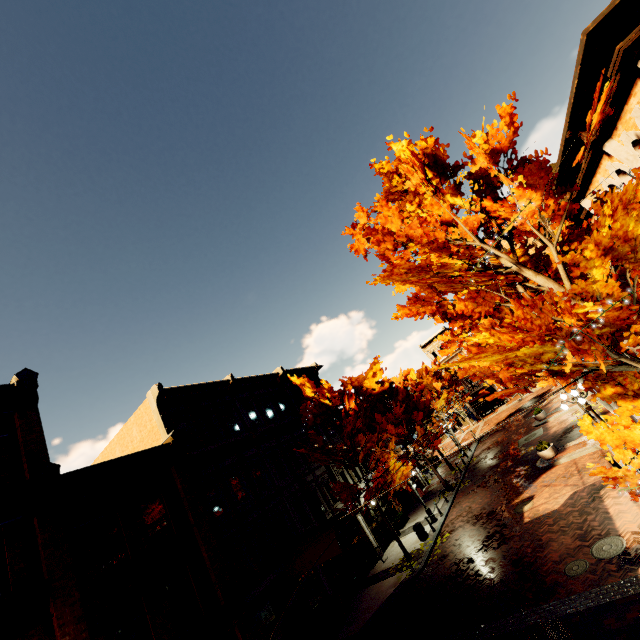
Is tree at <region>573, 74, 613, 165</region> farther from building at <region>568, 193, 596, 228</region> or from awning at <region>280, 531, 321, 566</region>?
awning at <region>280, 531, 321, 566</region>

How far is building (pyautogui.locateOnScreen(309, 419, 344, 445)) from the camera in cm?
2461

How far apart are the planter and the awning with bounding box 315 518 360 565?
11.1m

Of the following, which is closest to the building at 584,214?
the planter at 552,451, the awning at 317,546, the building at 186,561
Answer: the planter at 552,451

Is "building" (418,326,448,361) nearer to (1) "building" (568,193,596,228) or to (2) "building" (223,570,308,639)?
(1) "building" (568,193,596,228)

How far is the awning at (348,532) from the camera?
14.4 meters

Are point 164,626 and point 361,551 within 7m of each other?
no

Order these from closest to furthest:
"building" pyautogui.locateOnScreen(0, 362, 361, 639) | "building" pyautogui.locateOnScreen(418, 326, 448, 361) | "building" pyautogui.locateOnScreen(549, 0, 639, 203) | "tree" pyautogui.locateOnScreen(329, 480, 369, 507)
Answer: "building" pyautogui.locateOnScreen(549, 0, 639, 203), "building" pyautogui.locateOnScreen(0, 362, 361, 639), "tree" pyautogui.locateOnScreen(329, 480, 369, 507), "building" pyautogui.locateOnScreen(418, 326, 448, 361)
